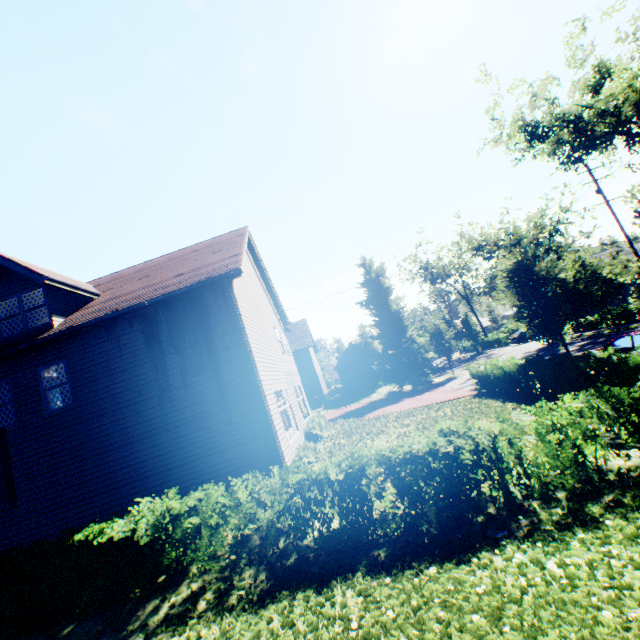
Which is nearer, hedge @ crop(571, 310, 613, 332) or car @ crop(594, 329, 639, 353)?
car @ crop(594, 329, 639, 353)

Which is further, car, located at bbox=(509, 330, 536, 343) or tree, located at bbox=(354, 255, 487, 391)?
car, located at bbox=(509, 330, 536, 343)

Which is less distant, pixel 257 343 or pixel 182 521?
pixel 182 521

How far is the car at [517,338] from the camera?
41.4m

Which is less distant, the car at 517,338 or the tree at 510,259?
→ the tree at 510,259

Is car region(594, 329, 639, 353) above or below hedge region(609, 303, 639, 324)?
above

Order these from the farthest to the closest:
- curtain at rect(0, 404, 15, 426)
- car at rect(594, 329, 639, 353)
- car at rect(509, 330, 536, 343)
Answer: car at rect(509, 330, 536, 343)
car at rect(594, 329, 639, 353)
curtain at rect(0, 404, 15, 426)

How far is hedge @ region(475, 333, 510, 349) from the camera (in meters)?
46.38
